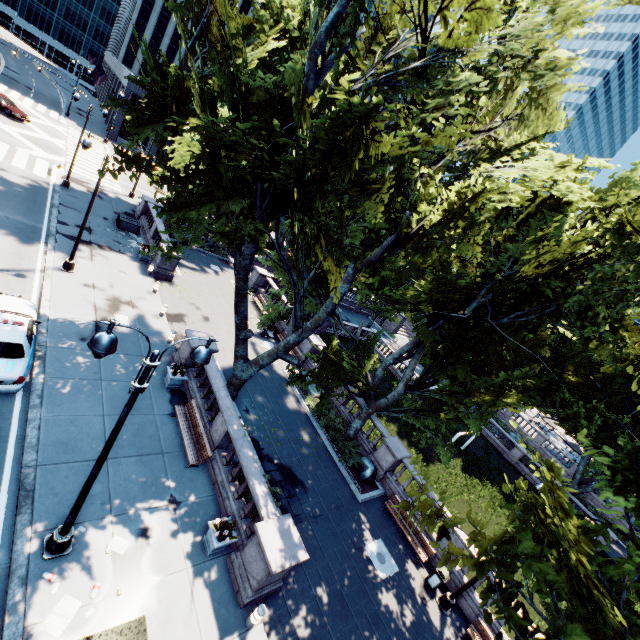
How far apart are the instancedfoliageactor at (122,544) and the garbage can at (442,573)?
13.0 meters

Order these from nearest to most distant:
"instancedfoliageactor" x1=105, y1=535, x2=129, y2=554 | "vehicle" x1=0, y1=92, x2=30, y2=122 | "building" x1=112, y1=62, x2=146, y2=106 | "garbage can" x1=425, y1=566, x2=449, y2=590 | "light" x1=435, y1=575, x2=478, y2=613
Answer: "instancedfoliageactor" x1=105, y1=535, x2=129, y2=554
"light" x1=435, y1=575, x2=478, y2=613
"garbage can" x1=425, y1=566, x2=449, y2=590
"vehicle" x1=0, y1=92, x2=30, y2=122
"building" x1=112, y1=62, x2=146, y2=106

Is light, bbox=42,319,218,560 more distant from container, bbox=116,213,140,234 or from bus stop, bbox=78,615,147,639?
container, bbox=116,213,140,234

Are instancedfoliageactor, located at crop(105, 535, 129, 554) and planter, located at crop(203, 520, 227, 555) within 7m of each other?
yes

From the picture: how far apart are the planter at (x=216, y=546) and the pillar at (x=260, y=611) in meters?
1.9 m

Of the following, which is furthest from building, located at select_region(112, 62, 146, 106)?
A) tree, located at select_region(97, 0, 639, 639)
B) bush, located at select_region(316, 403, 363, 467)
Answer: bush, located at select_region(316, 403, 363, 467)

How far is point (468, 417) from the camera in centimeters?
1880cm

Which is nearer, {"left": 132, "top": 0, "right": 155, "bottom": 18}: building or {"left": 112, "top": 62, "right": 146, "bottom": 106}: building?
{"left": 112, "top": 62, "right": 146, "bottom": 106}: building
